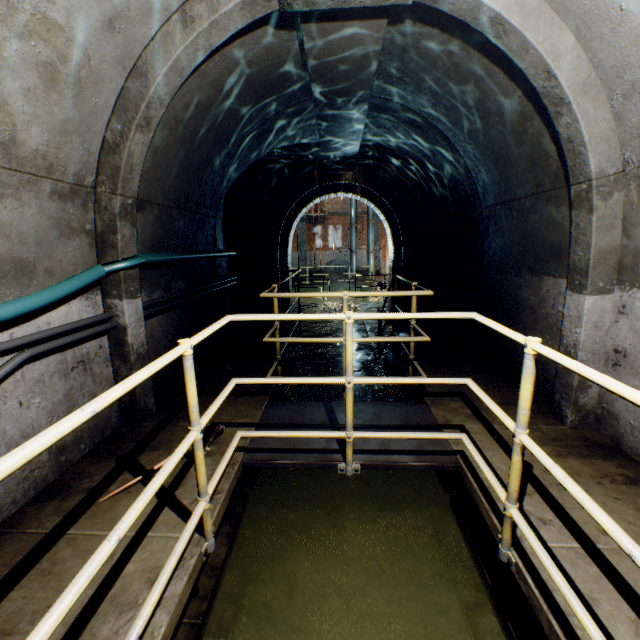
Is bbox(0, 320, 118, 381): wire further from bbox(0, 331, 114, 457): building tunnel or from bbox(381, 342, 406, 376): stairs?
bbox(381, 342, 406, 376): stairs

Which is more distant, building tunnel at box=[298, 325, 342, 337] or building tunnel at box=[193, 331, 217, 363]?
building tunnel at box=[298, 325, 342, 337]

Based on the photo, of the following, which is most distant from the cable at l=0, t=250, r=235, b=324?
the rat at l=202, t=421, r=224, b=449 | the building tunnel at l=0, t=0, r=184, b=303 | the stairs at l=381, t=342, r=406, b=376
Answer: the stairs at l=381, t=342, r=406, b=376

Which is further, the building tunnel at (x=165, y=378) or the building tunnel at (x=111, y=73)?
the building tunnel at (x=165, y=378)

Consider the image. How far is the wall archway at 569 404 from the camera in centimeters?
293cm

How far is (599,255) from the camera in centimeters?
267cm

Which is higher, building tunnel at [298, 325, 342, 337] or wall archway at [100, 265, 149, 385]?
wall archway at [100, 265, 149, 385]

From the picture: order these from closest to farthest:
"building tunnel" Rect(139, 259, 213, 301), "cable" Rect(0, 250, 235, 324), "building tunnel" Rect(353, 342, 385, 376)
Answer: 1. "cable" Rect(0, 250, 235, 324)
2. "building tunnel" Rect(139, 259, 213, 301)
3. "building tunnel" Rect(353, 342, 385, 376)
